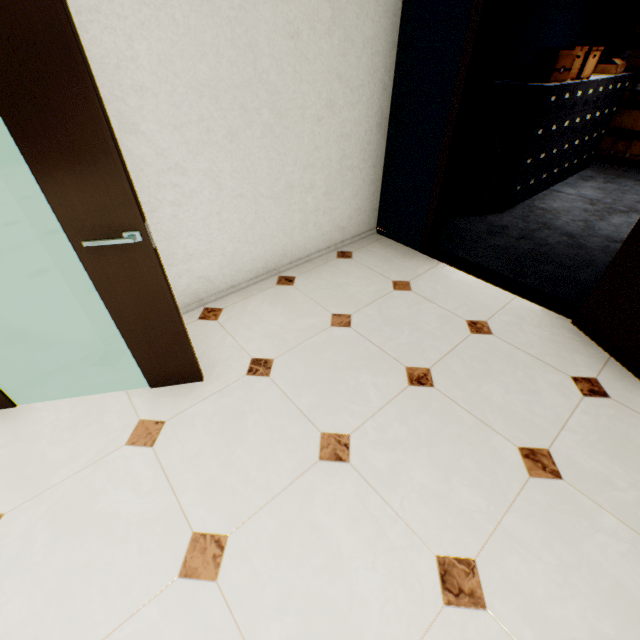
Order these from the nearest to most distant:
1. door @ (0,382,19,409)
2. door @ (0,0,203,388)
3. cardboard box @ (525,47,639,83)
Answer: door @ (0,0,203,388)
door @ (0,382,19,409)
cardboard box @ (525,47,639,83)

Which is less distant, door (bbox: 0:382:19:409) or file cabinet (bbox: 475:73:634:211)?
door (bbox: 0:382:19:409)

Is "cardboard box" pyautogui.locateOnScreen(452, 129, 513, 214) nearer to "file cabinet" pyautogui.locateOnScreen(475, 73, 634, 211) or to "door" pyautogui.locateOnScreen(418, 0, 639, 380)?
"file cabinet" pyautogui.locateOnScreen(475, 73, 634, 211)

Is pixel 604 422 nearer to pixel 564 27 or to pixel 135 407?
pixel 135 407

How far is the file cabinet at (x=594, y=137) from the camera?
3.6 meters

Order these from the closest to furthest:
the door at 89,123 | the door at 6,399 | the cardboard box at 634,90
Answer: the door at 89,123, the door at 6,399, the cardboard box at 634,90

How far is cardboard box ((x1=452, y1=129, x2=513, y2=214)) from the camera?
3.66m

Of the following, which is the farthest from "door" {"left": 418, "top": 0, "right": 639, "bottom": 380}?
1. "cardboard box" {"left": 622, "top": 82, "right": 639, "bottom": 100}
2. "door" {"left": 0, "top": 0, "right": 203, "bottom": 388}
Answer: "cardboard box" {"left": 622, "top": 82, "right": 639, "bottom": 100}
